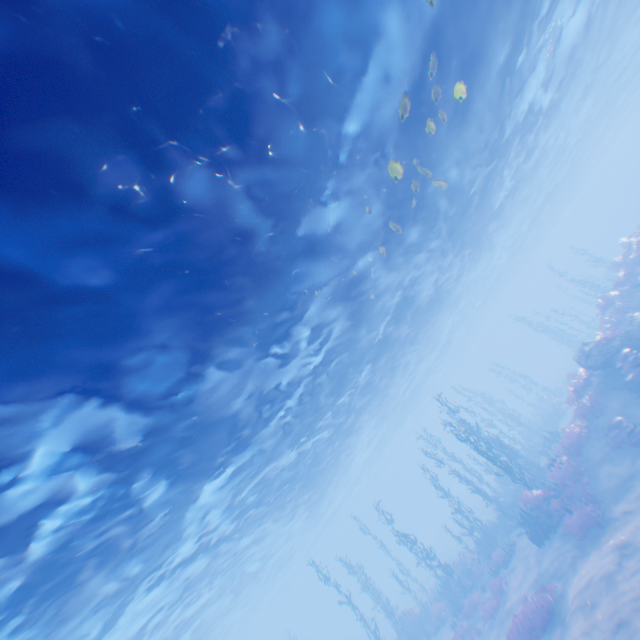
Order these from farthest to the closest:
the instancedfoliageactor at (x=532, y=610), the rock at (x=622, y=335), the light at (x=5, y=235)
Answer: the rock at (x=622, y=335)
the instancedfoliageactor at (x=532, y=610)
the light at (x=5, y=235)

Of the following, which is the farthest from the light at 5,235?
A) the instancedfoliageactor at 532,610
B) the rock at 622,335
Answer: the instancedfoliageactor at 532,610

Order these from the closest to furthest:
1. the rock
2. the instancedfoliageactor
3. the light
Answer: the light, the instancedfoliageactor, the rock

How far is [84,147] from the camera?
5.1 meters

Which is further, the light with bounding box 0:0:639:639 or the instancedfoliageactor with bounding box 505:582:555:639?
the instancedfoliageactor with bounding box 505:582:555:639

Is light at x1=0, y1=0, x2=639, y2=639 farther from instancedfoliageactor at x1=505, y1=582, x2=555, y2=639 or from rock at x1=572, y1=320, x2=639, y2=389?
instancedfoliageactor at x1=505, y1=582, x2=555, y2=639

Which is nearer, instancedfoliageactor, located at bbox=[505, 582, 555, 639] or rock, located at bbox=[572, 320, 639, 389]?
instancedfoliageactor, located at bbox=[505, 582, 555, 639]
